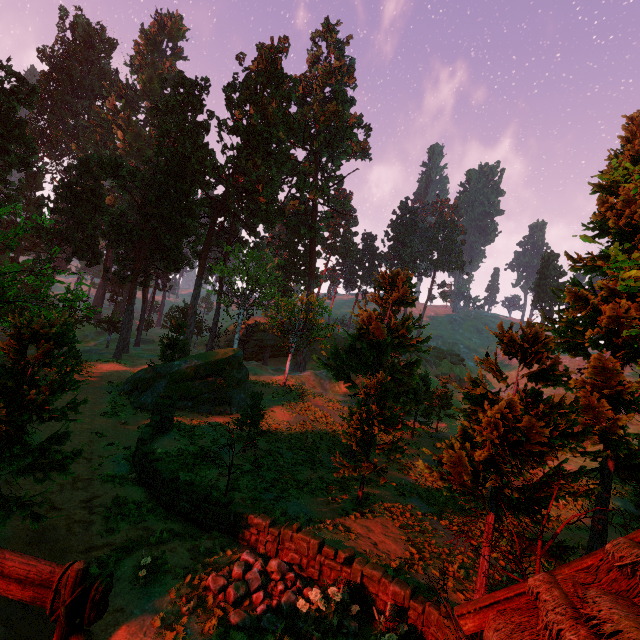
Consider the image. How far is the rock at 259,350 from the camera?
55.9 meters

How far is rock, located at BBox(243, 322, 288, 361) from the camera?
55.9m

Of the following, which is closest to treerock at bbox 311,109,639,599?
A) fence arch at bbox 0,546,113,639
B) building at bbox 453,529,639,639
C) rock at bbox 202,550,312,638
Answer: building at bbox 453,529,639,639

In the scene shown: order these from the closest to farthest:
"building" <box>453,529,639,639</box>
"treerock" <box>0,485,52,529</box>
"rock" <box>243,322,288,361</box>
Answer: "building" <box>453,529,639,639</box> < "treerock" <box>0,485,52,529</box> < "rock" <box>243,322,288,361</box>

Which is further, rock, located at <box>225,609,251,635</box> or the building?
rock, located at <box>225,609,251,635</box>

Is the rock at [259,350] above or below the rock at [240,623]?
above

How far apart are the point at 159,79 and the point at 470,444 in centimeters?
5129cm

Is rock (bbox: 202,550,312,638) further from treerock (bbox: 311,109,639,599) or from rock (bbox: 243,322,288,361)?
rock (bbox: 243,322,288,361)
